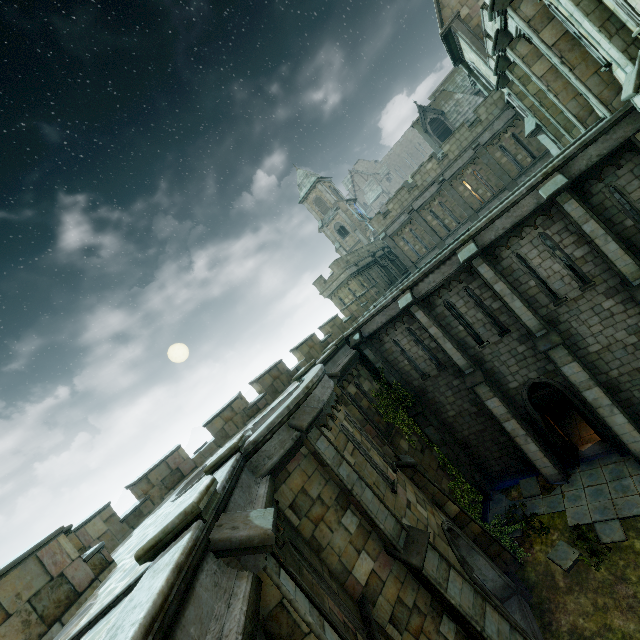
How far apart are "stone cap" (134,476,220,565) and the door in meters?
13.6 m

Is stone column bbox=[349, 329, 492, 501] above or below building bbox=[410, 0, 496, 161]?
below

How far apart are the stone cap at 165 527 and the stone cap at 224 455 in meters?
2.2

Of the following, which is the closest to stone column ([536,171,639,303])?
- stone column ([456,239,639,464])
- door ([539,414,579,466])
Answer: stone column ([456,239,639,464])

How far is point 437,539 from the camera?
9.6m

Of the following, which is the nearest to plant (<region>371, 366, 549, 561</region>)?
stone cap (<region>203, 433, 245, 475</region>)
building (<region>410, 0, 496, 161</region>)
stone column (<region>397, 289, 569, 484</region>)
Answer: stone column (<region>397, 289, 569, 484</region>)

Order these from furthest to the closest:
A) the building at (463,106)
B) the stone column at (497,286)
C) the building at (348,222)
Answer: the building at (348,222), the building at (463,106), the stone column at (497,286)

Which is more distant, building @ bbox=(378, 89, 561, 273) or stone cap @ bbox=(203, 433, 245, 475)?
building @ bbox=(378, 89, 561, 273)
